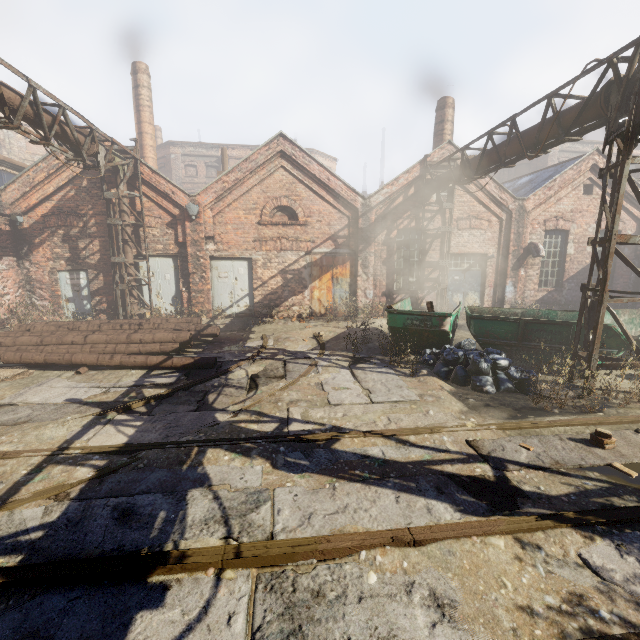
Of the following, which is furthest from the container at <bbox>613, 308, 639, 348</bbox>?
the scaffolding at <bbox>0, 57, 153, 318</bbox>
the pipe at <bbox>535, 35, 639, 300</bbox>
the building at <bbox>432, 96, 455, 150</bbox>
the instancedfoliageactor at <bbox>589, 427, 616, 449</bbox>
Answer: the scaffolding at <bbox>0, 57, 153, 318</bbox>

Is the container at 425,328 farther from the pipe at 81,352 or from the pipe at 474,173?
the pipe at 81,352

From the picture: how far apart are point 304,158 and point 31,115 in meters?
8.3 m

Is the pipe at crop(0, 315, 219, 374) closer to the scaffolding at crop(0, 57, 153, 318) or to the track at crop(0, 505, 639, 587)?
the scaffolding at crop(0, 57, 153, 318)

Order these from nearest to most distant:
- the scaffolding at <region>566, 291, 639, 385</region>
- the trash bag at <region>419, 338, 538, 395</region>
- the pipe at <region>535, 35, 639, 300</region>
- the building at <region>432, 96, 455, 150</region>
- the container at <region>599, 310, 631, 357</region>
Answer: the pipe at <region>535, 35, 639, 300</region>, the scaffolding at <region>566, 291, 639, 385</region>, the trash bag at <region>419, 338, 538, 395</region>, the container at <region>599, 310, 631, 357</region>, the building at <region>432, 96, 455, 150</region>

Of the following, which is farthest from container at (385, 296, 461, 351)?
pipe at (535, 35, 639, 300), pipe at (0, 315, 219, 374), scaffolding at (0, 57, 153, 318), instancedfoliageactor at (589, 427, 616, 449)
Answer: scaffolding at (0, 57, 153, 318)

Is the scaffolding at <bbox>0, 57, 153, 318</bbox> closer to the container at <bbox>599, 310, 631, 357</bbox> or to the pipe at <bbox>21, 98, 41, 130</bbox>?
the pipe at <bbox>21, 98, 41, 130</bbox>

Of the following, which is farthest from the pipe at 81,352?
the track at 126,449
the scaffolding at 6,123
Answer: the track at 126,449
